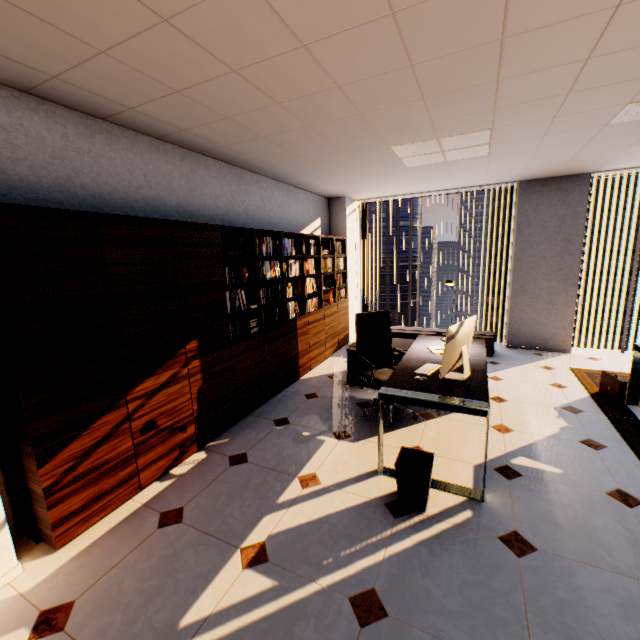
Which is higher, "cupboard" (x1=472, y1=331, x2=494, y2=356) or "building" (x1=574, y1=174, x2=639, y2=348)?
"cupboard" (x1=472, y1=331, x2=494, y2=356)

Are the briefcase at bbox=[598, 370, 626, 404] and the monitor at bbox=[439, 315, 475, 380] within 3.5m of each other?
yes

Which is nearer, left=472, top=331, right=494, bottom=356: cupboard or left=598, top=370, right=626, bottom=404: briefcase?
left=598, top=370, right=626, bottom=404: briefcase

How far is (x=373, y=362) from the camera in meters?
3.8 m

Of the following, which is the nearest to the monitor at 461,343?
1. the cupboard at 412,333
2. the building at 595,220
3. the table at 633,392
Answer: the table at 633,392

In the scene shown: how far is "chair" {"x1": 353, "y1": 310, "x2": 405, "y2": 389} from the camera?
3.6m

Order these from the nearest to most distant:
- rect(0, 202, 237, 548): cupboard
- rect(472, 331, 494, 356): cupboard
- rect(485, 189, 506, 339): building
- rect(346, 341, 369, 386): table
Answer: rect(0, 202, 237, 548): cupboard, rect(346, 341, 369, 386): table, rect(472, 331, 494, 356): cupboard, rect(485, 189, 506, 339): building

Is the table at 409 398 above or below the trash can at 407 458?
above
